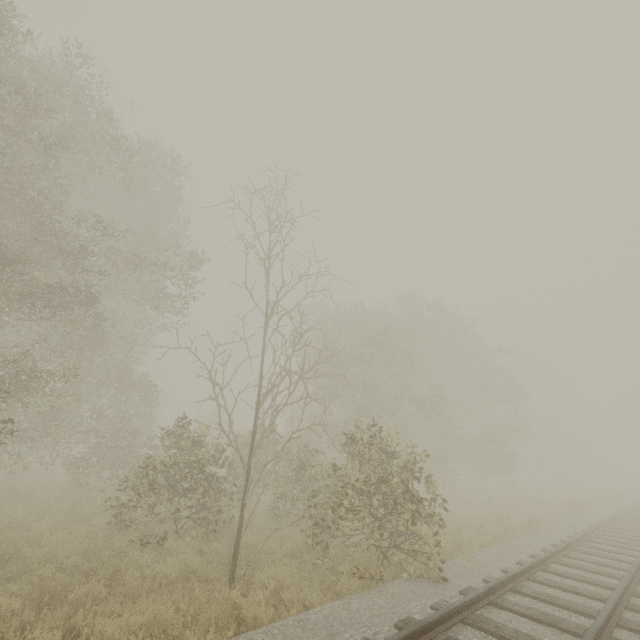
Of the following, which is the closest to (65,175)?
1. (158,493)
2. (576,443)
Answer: (158,493)
